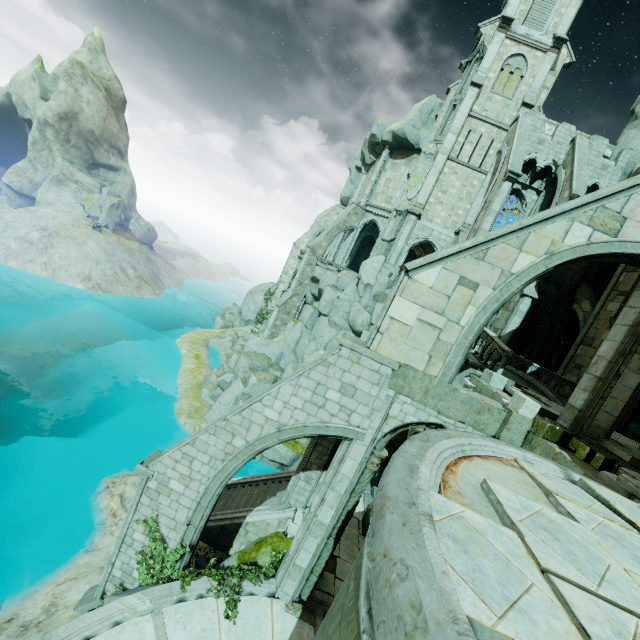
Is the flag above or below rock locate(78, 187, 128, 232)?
above

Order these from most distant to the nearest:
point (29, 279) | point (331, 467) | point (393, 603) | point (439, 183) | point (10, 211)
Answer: point (10, 211) < point (29, 279) < point (439, 183) < point (331, 467) < point (393, 603)

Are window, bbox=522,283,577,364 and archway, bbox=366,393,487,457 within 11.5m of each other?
no

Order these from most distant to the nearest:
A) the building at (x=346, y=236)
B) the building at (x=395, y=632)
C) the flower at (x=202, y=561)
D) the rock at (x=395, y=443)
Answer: the building at (x=346, y=236), the rock at (x=395, y=443), the flower at (x=202, y=561), the building at (x=395, y=632)

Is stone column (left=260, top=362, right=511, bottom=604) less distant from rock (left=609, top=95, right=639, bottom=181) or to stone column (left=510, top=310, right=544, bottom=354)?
rock (left=609, top=95, right=639, bottom=181)

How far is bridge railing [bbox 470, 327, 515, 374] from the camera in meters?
12.1

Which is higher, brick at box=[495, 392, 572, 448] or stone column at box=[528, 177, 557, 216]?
stone column at box=[528, 177, 557, 216]

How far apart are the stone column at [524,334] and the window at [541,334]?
0.0 meters
